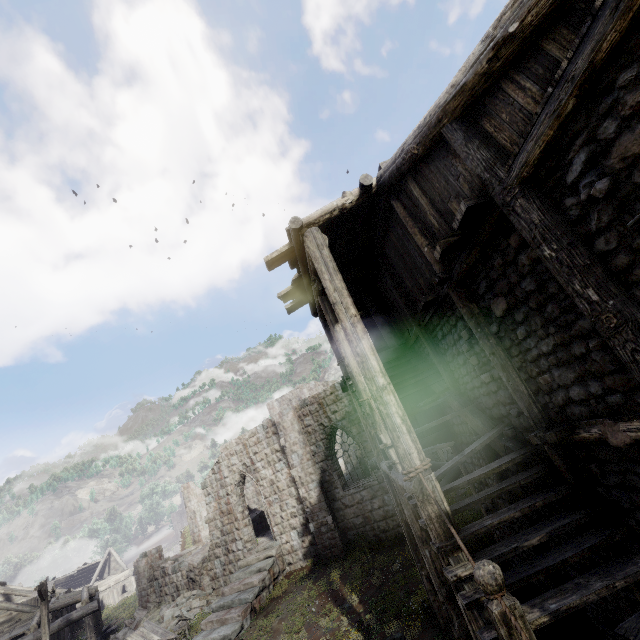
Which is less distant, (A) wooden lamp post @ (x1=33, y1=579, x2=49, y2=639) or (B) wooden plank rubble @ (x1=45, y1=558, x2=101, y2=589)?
(A) wooden lamp post @ (x1=33, y1=579, x2=49, y2=639)

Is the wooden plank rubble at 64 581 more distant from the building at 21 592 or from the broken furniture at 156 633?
the broken furniture at 156 633

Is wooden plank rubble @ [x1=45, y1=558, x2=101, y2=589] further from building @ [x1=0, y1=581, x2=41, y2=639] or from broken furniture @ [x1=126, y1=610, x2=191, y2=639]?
broken furniture @ [x1=126, y1=610, x2=191, y2=639]

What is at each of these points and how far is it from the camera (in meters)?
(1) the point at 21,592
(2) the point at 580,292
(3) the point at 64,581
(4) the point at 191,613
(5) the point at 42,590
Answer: (1) building, 25.50
(2) building, 3.26
(3) wooden plank rubble, 39.19
(4) rubble, 16.88
(5) wooden lamp post, 16.89

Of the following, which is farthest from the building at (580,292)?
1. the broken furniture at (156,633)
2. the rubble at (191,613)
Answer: the broken furniture at (156,633)

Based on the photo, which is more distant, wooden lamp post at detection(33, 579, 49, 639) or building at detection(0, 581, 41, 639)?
building at detection(0, 581, 41, 639)

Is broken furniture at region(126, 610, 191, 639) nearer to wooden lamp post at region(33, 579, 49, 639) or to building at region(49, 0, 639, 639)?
building at region(49, 0, 639, 639)

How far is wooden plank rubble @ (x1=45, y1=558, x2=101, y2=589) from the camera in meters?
38.6
